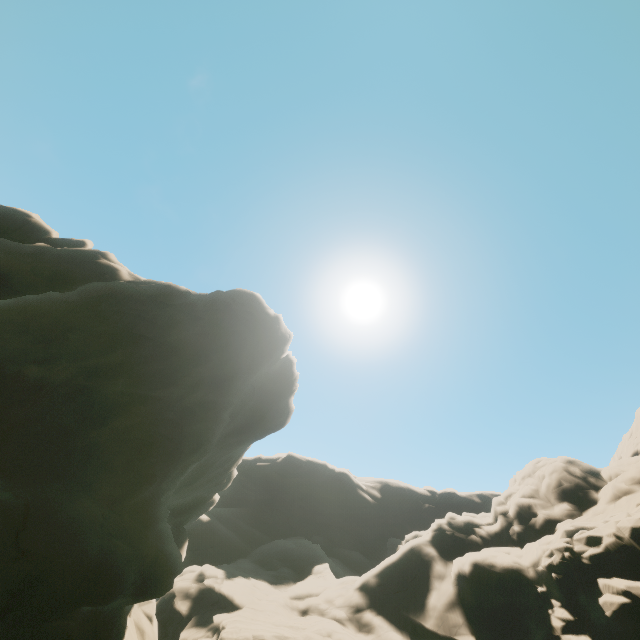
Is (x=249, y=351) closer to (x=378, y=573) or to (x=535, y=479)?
(x=378, y=573)
